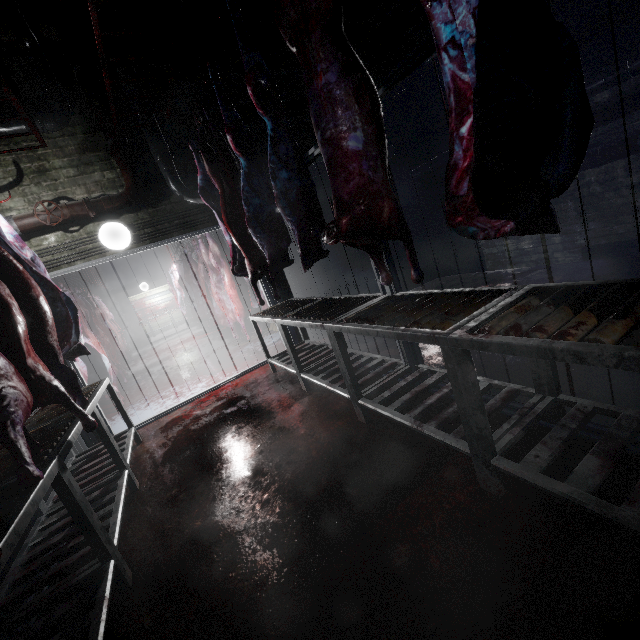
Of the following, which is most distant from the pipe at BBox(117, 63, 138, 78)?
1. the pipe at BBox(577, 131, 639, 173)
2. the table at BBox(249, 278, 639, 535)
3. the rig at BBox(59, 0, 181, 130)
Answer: the table at BBox(249, 278, 639, 535)

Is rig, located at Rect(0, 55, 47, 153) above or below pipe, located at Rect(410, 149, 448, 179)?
above

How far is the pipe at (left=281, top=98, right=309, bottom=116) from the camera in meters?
4.3

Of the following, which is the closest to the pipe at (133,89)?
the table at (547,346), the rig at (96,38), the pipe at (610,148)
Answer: the rig at (96,38)

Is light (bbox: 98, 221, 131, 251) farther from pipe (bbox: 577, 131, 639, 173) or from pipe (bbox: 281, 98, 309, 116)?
pipe (bbox: 577, 131, 639, 173)

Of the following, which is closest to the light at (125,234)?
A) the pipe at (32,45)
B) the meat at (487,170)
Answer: the pipe at (32,45)

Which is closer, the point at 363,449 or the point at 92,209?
the point at 363,449
